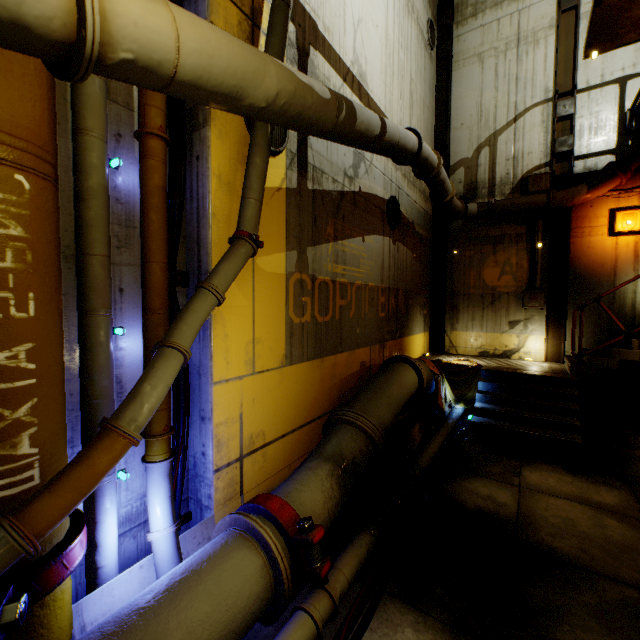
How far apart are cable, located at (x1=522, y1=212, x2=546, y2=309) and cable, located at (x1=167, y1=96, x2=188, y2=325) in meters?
9.9

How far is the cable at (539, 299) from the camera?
9.68m

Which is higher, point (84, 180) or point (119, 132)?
point (119, 132)

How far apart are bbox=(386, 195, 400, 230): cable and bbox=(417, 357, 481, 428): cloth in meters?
3.3

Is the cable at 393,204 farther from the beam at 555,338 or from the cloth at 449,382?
the beam at 555,338

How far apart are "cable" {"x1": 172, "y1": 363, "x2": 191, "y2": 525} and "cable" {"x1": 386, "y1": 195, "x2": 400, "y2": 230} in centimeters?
519cm

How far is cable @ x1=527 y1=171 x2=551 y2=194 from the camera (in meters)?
9.47

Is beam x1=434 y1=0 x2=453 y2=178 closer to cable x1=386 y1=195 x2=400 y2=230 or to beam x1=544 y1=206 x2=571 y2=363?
beam x1=544 y1=206 x2=571 y2=363
